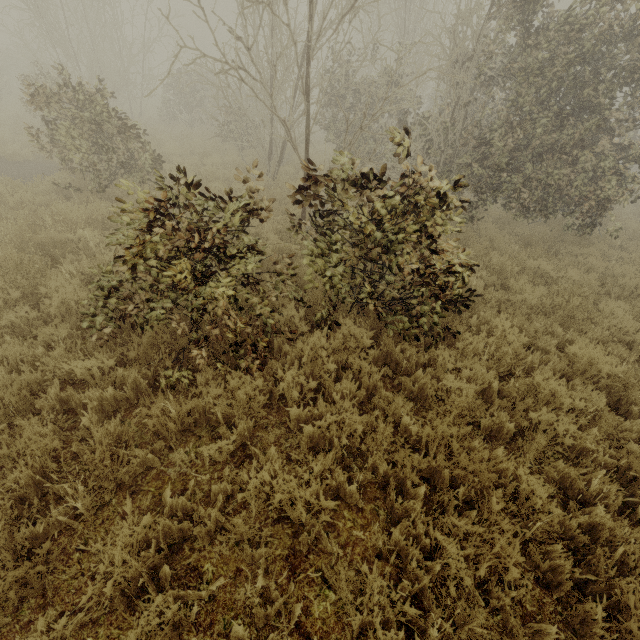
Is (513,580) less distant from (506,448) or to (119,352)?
(506,448)
